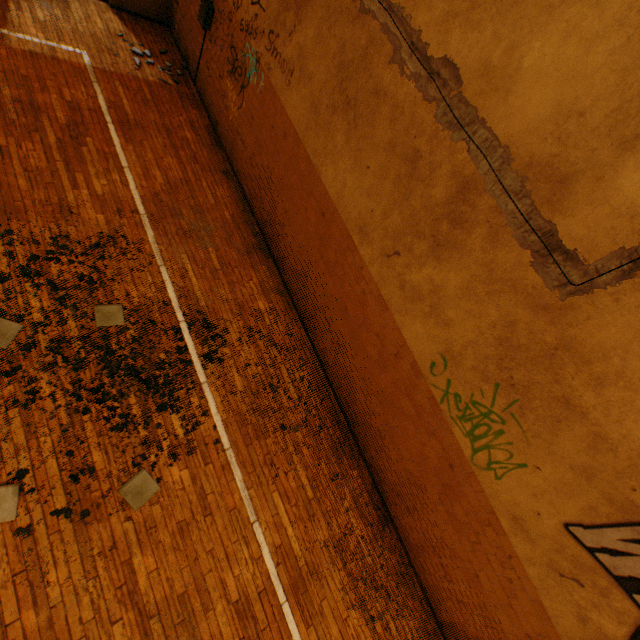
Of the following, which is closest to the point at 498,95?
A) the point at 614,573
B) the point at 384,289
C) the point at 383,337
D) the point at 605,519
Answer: the point at 384,289
